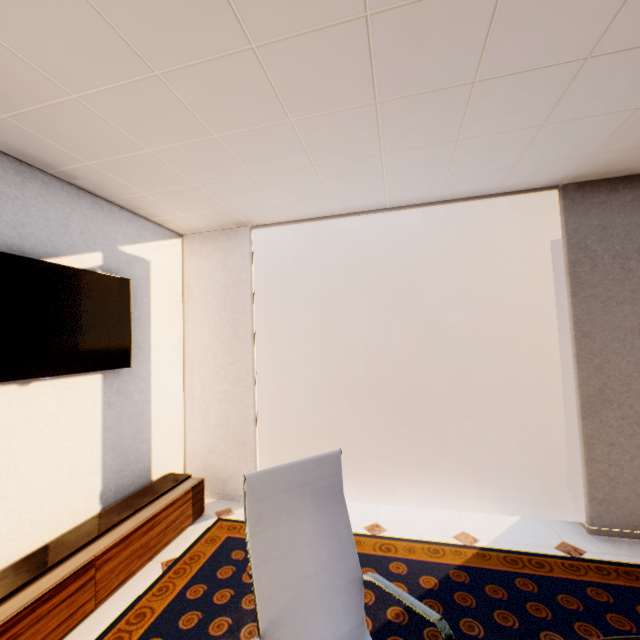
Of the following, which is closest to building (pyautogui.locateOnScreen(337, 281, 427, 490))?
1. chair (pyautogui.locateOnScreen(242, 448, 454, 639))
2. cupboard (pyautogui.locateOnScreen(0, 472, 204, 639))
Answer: cupboard (pyautogui.locateOnScreen(0, 472, 204, 639))

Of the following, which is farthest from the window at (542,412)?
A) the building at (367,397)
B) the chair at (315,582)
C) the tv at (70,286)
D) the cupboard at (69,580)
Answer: the building at (367,397)

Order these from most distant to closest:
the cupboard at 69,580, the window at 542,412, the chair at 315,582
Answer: the window at 542,412
the cupboard at 69,580
the chair at 315,582

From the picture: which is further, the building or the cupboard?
the building

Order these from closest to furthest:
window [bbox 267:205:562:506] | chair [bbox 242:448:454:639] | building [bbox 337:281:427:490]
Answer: chair [bbox 242:448:454:639] < window [bbox 267:205:562:506] < building [bbox 337:281:427:490]

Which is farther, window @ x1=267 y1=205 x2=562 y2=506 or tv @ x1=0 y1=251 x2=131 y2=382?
window @ x1=267 y1=205 x2=562 y2=506

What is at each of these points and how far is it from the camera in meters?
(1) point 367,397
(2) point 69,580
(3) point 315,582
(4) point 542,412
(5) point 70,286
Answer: (1) building, 59.1
(2) cupboard, 1.9
(3) chair, 1.3
(4) window, 3.2
(5) tv, 2.4

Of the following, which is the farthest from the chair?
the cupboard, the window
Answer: the window
